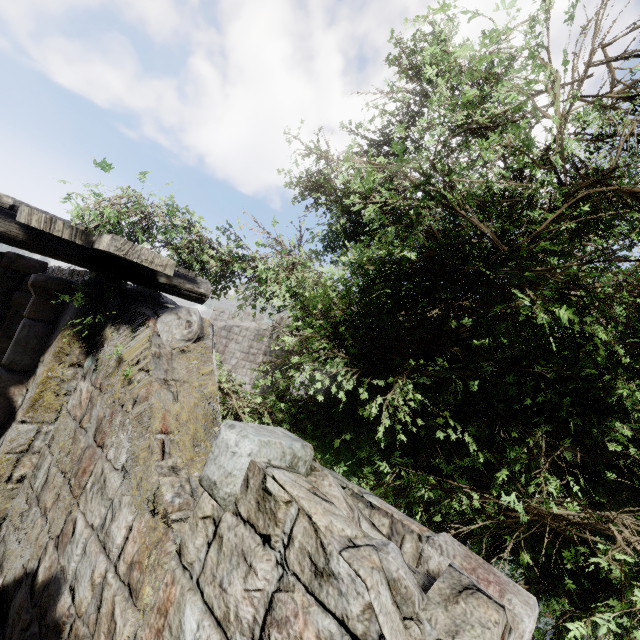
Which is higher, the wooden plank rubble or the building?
the wooden plank rubble

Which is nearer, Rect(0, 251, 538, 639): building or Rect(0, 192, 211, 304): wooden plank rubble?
Rect(0, 251, 538, 639): building

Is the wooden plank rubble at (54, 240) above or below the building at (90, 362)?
above

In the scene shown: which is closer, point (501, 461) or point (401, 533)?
point (401, 533)

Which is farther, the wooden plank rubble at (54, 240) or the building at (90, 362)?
the wooden plank rubble at (54, 240)
